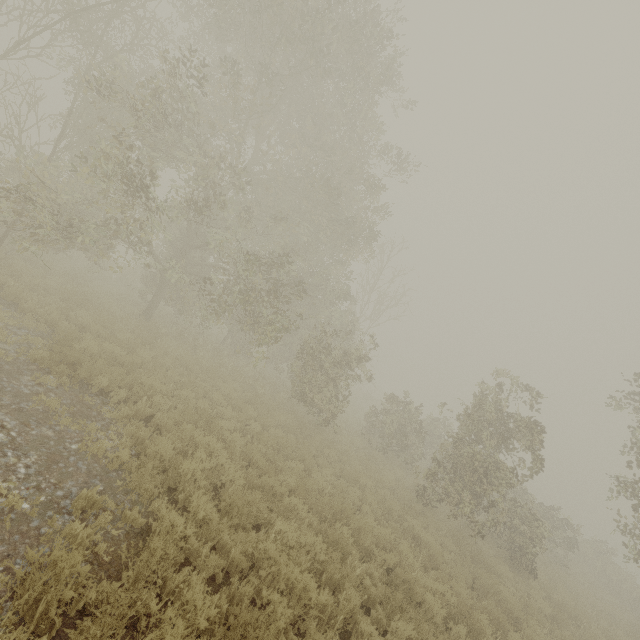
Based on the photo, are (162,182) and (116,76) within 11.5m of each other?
no
